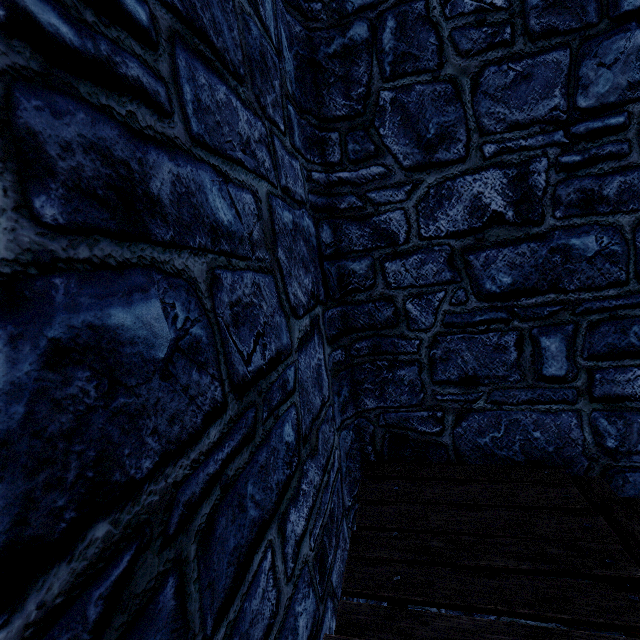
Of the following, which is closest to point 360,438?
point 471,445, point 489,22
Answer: point 471,445
